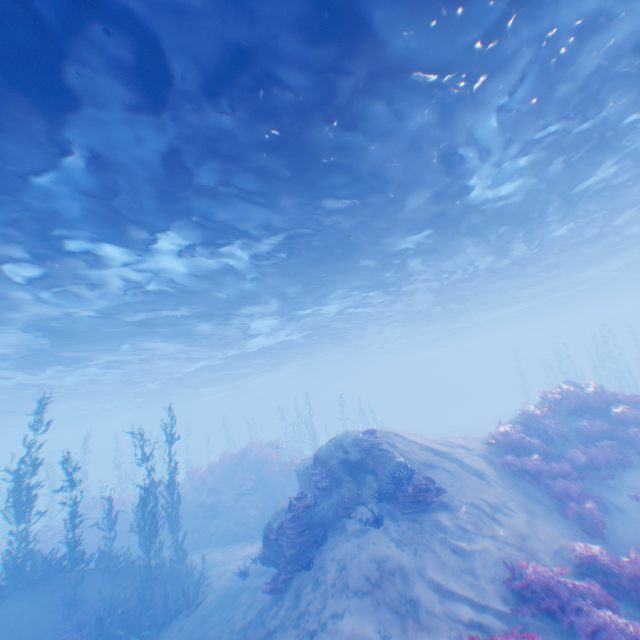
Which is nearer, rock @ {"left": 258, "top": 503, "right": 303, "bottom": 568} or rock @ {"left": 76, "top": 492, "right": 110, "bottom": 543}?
rock @ {"left": 258, "top": 503, "right": 303, "bottom": 568}

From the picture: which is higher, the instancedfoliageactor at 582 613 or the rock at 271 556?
the rock at 271 556

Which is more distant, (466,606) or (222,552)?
(222,552)

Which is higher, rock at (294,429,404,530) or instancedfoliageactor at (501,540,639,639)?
rock at (294,429,404,530)

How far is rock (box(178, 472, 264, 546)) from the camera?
18.2 meters

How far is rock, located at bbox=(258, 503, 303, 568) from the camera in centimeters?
978cm

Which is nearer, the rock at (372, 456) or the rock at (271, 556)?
the rock at (271, 556)

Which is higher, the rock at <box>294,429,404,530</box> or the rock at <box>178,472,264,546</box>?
the rock at <box>294,429,404,530</box>
